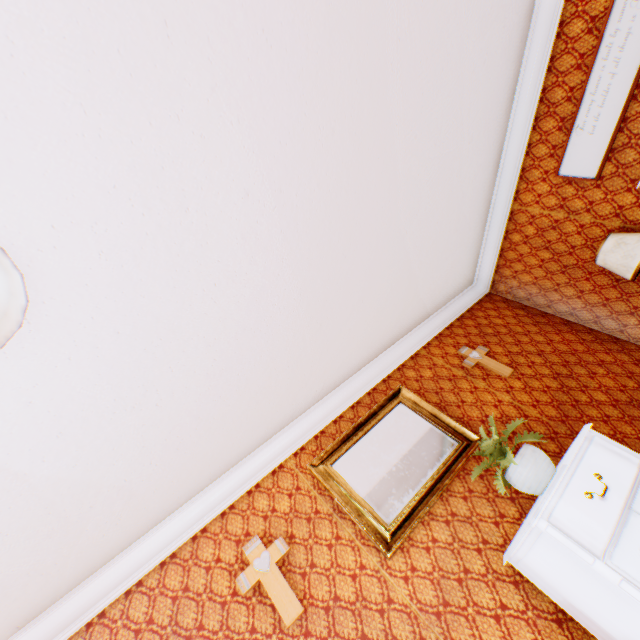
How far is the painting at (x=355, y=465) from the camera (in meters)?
2.64

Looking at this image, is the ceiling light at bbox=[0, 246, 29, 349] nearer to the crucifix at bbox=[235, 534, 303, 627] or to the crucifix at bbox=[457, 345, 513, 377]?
the crucifix at bbox=[235, 534, 303, 627]

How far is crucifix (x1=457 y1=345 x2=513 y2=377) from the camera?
3.7 meters

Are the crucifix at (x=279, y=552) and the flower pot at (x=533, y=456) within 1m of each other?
no

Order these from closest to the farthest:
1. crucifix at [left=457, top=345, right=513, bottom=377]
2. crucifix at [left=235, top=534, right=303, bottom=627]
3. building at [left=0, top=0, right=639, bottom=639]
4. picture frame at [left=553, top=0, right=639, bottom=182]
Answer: building at [left=0, top=0, right=639, bottom=639] → crucifix at [left=235, top=534, right=303, bottom=627] → picture frame at [left=553, top=0, right=639, bottom=182] → crucifix at [left=457, top=345, right=513, bottom=377]

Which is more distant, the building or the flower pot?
the flower pot

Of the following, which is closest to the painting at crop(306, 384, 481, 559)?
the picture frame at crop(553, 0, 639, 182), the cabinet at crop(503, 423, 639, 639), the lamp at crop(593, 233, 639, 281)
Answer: the cabinet at crop(503, 423, 639, 639)

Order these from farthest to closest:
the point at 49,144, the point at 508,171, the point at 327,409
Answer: the point at 508,171, the point at 327,409, the point at 49,144
